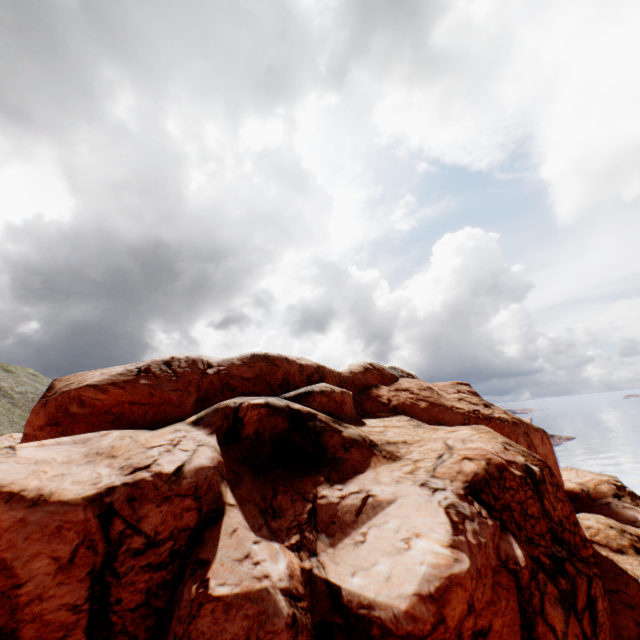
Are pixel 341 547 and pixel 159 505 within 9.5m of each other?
yes
